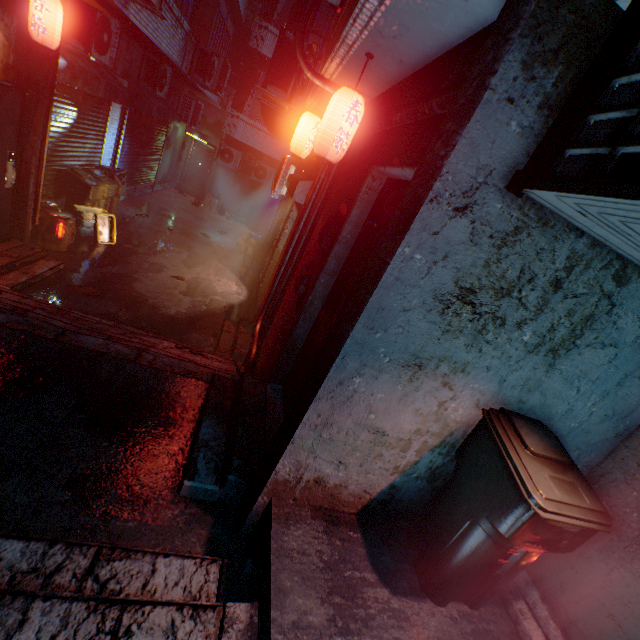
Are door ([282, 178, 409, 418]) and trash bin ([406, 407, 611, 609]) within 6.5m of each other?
yes

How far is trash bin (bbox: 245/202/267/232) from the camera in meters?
13.5 m

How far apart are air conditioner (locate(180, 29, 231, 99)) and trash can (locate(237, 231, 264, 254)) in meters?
3.8 m

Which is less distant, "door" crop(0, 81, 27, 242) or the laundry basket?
"door" crop(0, 81, 27, 242)

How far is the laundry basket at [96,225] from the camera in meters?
6.3 m

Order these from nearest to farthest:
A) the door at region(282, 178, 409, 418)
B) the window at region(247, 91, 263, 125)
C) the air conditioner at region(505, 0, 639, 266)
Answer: the air conditioner at region(505, 0, 639, 266), the door at region(282, 178, 409, 418), the window at region(247, 91, 263, 125)

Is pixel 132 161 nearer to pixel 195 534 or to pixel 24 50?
pixel 24 50

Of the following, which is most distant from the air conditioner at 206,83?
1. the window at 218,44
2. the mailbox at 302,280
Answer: the mailbox at 302,280
